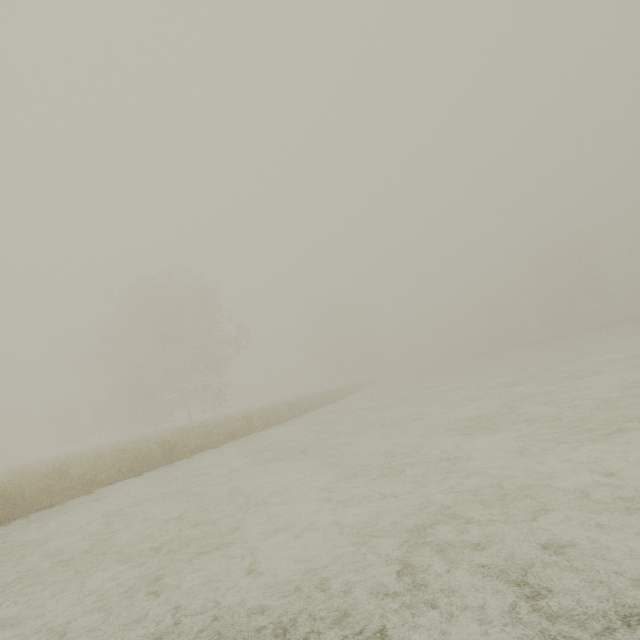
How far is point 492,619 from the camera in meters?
1.9
